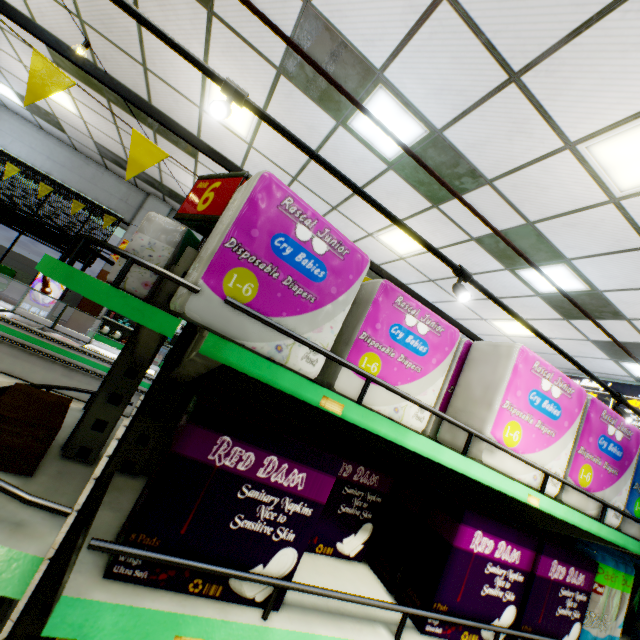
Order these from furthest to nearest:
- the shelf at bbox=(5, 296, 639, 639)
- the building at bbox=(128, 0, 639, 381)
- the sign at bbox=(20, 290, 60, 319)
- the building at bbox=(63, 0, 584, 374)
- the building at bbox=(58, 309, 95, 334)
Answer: the building at bbox=(58, 309, 95, 334)
the sign at bbox=(20, 290, 60, 319)
the building at bbox=(63, 0, 584, 374)
the building at bbox=(128, 0, 639, 381)
the shelf at bbox=(5, 296, 639, 639)

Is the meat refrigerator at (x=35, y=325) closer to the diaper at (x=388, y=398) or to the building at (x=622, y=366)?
the building at (x=622, y=366)

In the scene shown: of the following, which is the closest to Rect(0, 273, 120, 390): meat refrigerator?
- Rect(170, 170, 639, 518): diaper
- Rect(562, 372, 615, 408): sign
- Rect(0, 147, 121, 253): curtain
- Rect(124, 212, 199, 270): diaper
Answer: Rect(0, 147, 121, 253): curtain

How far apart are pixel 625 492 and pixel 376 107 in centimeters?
395cm

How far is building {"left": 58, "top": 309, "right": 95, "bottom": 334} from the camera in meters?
9.3

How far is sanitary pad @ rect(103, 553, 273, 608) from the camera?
0.73m

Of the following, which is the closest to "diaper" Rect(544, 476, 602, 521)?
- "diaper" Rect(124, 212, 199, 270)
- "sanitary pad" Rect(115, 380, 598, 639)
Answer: "sanitary pad" Rect(115, 380, 598, 639)

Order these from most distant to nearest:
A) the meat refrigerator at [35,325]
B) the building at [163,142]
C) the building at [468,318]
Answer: the building at [163,142] < the meat refrigerator at [35,325] < the building at [468,318]
